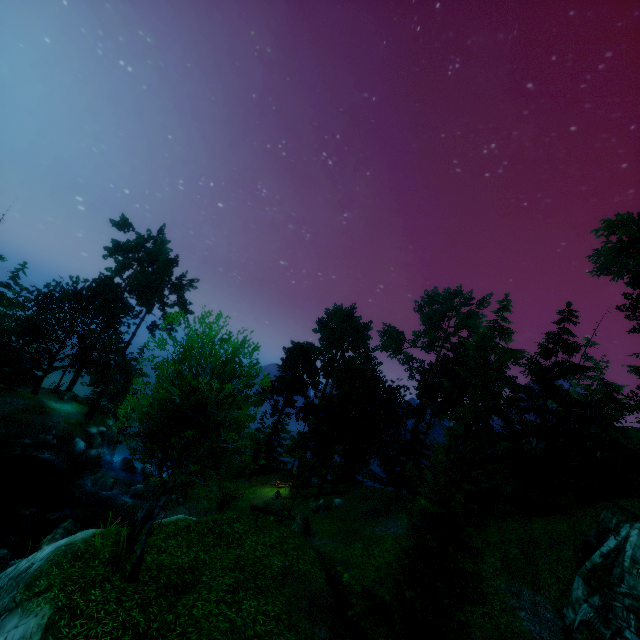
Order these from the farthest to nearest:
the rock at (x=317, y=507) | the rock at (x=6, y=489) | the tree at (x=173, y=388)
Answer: the rock at (x=317, y=507), the rock at (x=6, y=489), the tree at (x=173, y=388)

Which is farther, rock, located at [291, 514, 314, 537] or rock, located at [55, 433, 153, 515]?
rock, located at [55, 433, 153, 515]

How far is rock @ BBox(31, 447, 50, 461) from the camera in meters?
28.1

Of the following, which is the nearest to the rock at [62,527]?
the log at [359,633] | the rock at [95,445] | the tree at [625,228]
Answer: the rock at [95,445]

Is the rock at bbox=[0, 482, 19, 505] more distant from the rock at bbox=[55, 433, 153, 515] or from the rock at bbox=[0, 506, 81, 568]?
the rock at bbox=[55, 433, 153, 515]

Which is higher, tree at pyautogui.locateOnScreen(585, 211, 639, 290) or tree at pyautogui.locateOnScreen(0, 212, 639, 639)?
tree at pyautogui.locateOnScreen(585, 211, 639, 290)

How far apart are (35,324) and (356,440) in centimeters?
3782cm

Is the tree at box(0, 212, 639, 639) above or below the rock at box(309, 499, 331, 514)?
above
